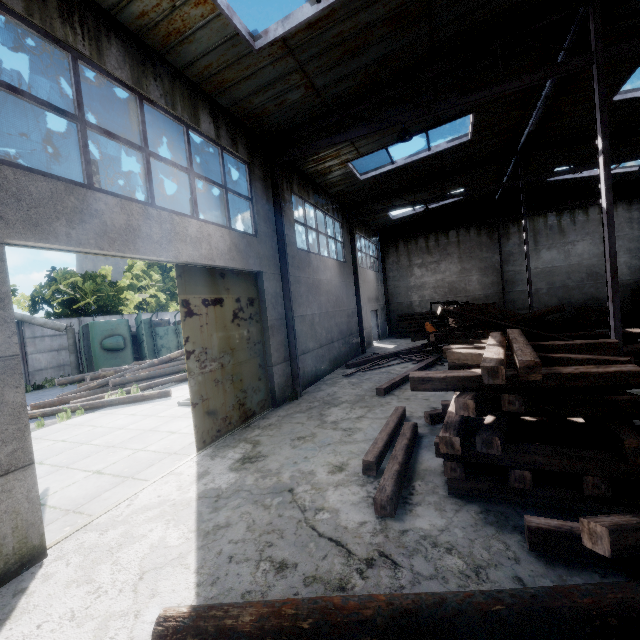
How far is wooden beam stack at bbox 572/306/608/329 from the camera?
17.1 meters

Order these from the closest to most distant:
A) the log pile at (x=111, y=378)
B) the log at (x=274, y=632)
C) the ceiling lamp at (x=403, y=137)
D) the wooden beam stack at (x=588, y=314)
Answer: the log at (x=274, y=632) < the ceiling lamp at (x=403, y=137) < the log pile at (x=111, y=378) < the wooden beam stack at (x=588, y=314)

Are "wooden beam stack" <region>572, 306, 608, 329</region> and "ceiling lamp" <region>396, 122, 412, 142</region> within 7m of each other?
no

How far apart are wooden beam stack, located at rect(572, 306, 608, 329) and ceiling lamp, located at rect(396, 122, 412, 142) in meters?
15.8 m

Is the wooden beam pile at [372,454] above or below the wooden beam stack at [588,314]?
below

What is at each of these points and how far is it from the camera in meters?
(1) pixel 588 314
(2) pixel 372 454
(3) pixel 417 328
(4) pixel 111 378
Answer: (1) wooden beam stack, 17.9
(2) wooden beam pile, 5.2
(3) log pile, 21.9
(4) log pile, 14.1

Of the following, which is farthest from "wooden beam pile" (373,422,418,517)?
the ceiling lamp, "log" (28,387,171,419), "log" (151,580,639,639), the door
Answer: "log" (28,387,171,419)

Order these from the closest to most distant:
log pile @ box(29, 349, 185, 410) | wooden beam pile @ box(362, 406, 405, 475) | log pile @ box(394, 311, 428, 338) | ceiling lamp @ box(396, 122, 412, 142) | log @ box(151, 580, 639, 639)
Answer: log @ box(151, 580, 639, 639) → wooden beam pile @ box(362, 406, 405, 475) → ceiling lamp @ box(396, 122, 412, 142) → log pile @ box(29, 349, 185, 410) → log pile @ box(394, 311, 428, 338)
